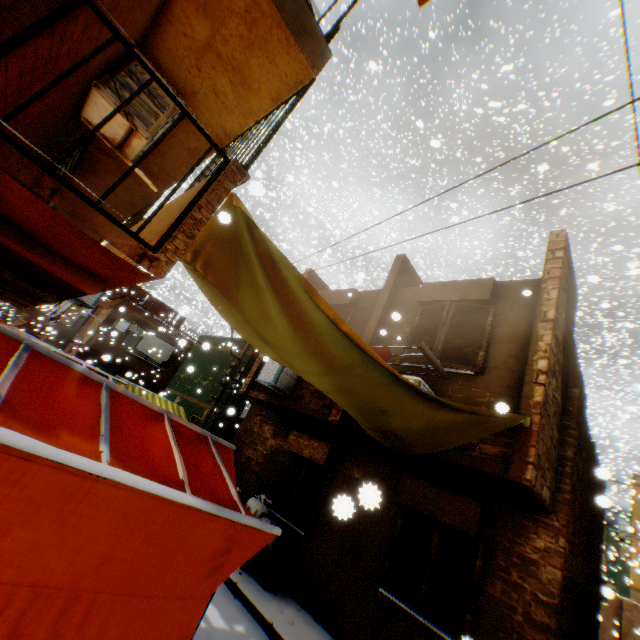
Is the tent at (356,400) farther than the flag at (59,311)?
No

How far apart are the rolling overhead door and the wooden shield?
0.33m

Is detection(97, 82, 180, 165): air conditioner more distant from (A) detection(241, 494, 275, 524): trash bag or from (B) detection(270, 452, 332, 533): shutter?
(A) detection(241, 494, 275, 524): trash bag

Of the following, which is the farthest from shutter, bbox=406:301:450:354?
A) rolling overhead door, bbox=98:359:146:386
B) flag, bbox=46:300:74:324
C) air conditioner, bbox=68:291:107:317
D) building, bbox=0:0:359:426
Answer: rolling overhead door, bbox=98:359:146:386

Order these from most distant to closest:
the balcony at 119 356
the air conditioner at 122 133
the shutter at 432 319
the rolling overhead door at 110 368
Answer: the rolling overhead door at 110 368
the balcony at 119 356
the shutter at 432 319
the air conditioner at 122 133

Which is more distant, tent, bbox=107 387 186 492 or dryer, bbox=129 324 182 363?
dryer, bbox=129 324 182 363

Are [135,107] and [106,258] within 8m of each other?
yes

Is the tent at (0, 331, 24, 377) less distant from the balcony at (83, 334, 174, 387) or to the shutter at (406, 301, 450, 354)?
the balcony at (83, 334, 174, 387)
